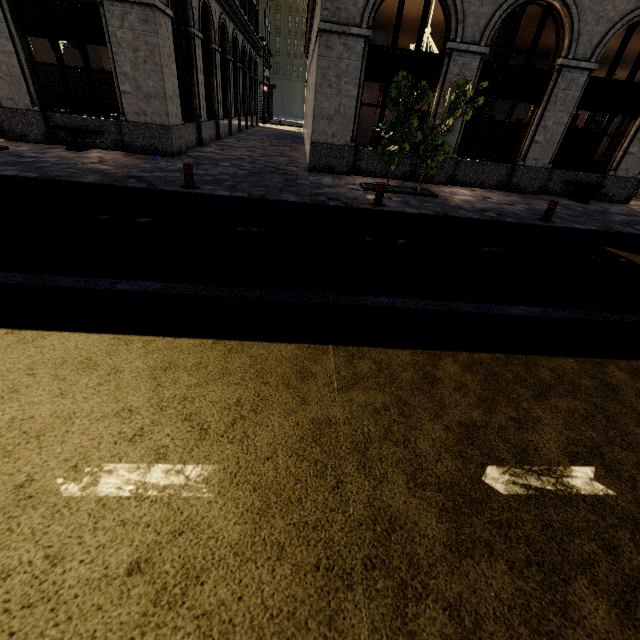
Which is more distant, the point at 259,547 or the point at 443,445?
the point at 443,445

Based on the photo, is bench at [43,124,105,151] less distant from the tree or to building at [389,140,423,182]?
building at [389,140,423,182]

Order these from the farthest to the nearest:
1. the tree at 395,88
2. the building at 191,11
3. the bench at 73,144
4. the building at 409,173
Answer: the building at 409,173 → the bench at 73,144 → the building at 191,11 → the tree at 395,88

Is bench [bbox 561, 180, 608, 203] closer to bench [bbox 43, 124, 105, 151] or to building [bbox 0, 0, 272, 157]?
building [bbox 0, 0, 272, 157]

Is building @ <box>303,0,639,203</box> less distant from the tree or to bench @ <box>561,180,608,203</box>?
bench @ <box>561,180,608,203</box>

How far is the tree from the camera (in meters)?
8.86

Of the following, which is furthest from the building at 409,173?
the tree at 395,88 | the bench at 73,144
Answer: the tree at 395,88

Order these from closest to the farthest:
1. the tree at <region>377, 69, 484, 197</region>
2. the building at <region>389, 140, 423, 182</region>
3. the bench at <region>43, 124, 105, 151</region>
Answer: the tree at <region>377, 69, 484, 197</region>, the bench at <region>43, 124, 105, 151</region>, the building at <region>389, 140, 423, 182</region>
